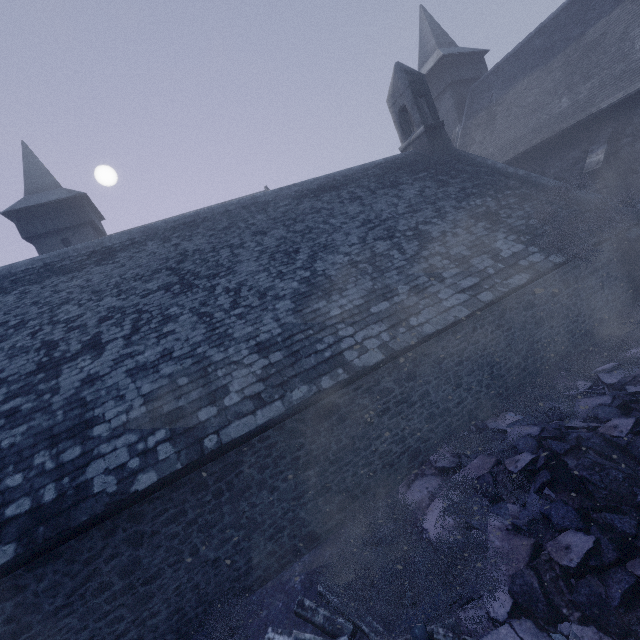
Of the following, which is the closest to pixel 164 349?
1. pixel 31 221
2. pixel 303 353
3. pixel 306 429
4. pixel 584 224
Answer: pixel 303 353

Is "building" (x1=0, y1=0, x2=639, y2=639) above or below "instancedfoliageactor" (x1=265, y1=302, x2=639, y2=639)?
above

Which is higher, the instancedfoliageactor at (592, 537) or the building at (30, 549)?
the building at (30, 549)

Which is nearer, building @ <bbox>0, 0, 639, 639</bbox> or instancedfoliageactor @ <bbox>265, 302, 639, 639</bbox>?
instancedfoliageactor @ <bbox>265, 302, 639, 639</bbox>

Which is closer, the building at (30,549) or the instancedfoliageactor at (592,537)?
the instancedfoliageactor at (592,537)
